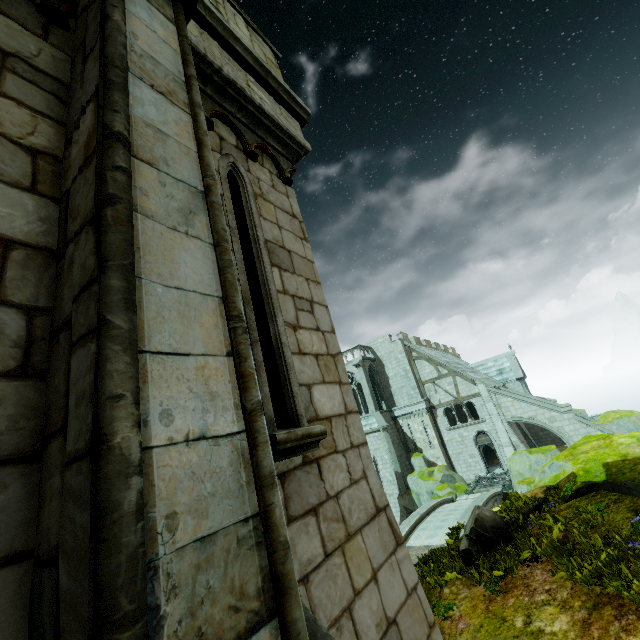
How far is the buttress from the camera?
23.2m

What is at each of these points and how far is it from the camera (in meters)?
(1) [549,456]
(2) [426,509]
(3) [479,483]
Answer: (1) rock, 19.70
(2) bridge, 18.31
(3) door, 23.78

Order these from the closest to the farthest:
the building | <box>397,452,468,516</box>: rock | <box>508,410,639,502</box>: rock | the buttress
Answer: <box>508,410,639,502</box>: rock → <box>397,452,468,516</box>: rock → the buttress → the building

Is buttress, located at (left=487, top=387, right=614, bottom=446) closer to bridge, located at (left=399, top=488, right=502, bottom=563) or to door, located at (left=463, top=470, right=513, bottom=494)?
door, located at (left=463, top=470, right=513, bottom=494)

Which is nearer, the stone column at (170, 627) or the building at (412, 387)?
the stone column at (170, 627)

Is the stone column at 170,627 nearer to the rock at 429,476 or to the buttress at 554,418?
the rock at 429,476

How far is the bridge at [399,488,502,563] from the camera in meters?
14.6

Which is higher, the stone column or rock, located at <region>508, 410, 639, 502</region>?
the stone column
